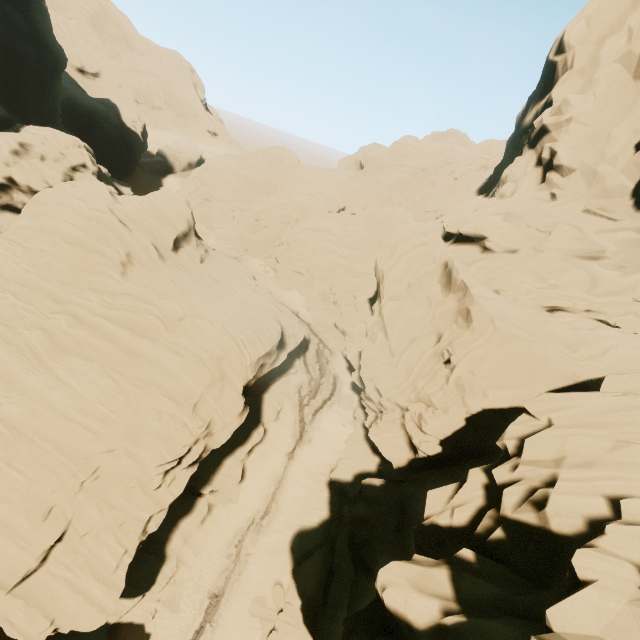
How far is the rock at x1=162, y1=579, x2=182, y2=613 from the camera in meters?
20.2 m

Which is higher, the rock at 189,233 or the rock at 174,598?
the rock at 189,233

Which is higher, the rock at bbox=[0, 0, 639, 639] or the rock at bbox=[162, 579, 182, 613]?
the rock at bbox=[0, 0, 639, 639]

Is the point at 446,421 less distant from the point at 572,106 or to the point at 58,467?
the point at 572,106

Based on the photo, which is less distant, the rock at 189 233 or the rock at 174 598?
the rock at 189 233

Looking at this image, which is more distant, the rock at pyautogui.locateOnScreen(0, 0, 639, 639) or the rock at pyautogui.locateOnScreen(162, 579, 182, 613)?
the rock at pyautogui.locateOnScreen(162, 579, 182, 613)
